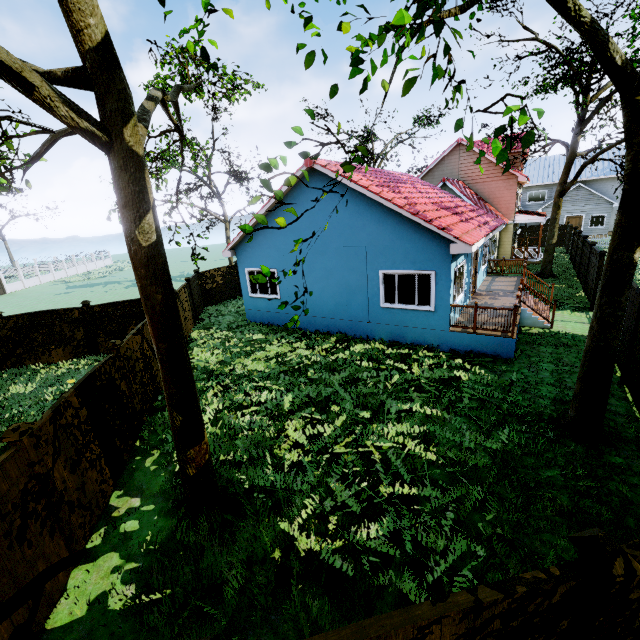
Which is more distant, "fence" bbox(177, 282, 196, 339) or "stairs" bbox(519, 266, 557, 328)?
"fence" bbox(177, 282, 196, 339)

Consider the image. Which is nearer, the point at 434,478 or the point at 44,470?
the point at 44,470

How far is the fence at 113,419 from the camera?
5.14m

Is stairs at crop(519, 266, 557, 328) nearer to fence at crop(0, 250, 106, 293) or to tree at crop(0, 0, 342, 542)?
fence at crop(0, 250, 106, 293)

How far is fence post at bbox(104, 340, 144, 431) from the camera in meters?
7.6 m

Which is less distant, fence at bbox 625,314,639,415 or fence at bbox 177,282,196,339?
fence at bbox 625,314,639,415

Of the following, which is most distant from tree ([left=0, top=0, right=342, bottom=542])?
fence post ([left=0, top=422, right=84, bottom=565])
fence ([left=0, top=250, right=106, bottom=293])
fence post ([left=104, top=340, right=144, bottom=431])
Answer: fence post ([left=104, top=340, right=144, bottom=431])

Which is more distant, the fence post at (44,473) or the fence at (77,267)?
the fence at (77,267)
